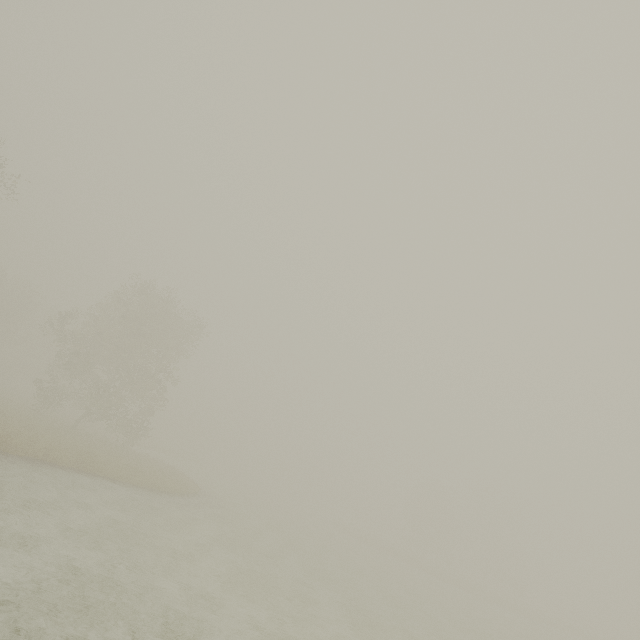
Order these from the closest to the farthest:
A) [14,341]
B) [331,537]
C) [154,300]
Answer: [154,300], [331,537], [14,341]
